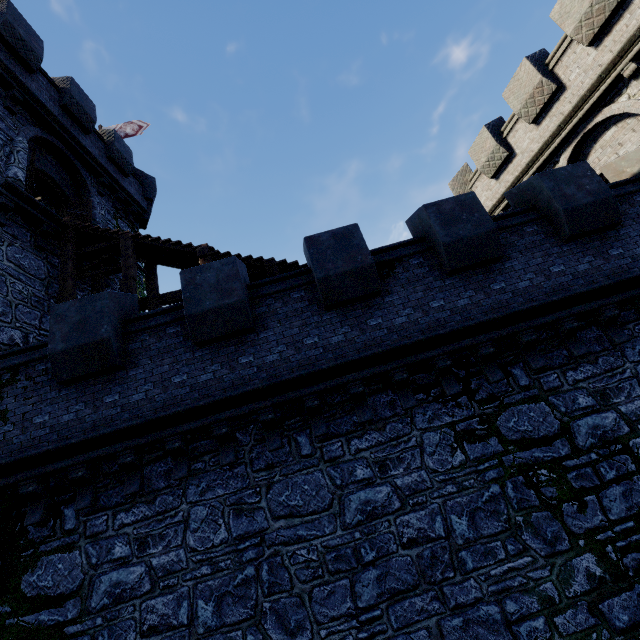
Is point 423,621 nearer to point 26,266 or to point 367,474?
point 367,474

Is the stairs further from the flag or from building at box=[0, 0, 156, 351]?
the flag

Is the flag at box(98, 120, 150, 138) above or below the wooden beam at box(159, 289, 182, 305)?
above

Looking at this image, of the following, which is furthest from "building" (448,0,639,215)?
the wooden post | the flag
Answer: the flag

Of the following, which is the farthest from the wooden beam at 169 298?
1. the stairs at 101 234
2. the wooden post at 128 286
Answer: the wooden post at 128 286

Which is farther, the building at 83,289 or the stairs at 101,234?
the building at 83,289

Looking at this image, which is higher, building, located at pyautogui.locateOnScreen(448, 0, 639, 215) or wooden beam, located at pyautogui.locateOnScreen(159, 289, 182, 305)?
building, located at pyautogui.locateOnScreen(448, 0, 639, 215)

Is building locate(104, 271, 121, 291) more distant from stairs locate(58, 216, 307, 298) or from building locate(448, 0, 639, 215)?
building locate(448, 0, 639, 215)
